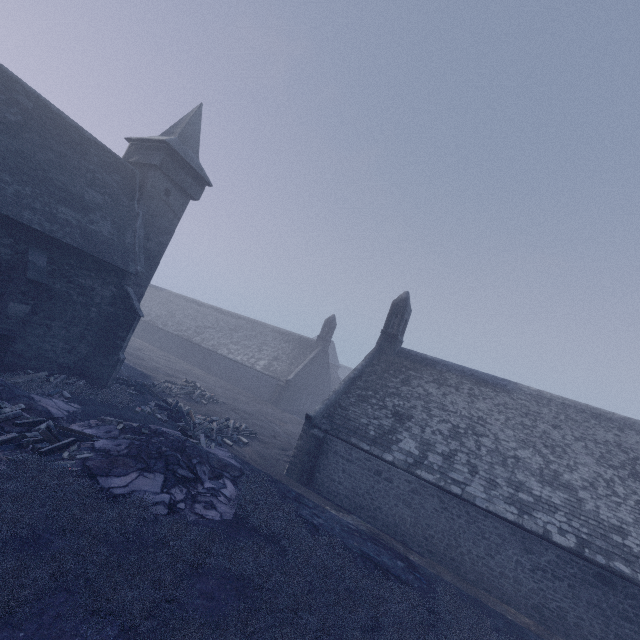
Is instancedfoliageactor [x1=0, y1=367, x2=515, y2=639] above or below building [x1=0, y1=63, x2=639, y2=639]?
below

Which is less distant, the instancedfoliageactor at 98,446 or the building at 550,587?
the instancedfoliageactor at 98,446

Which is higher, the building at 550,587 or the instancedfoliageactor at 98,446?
the building at 550,587

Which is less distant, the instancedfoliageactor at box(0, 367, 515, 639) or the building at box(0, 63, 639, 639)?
the instancedfoliageactor at box(0, 367, 515, 639)

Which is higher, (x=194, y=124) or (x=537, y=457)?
(x=194, y=124)
